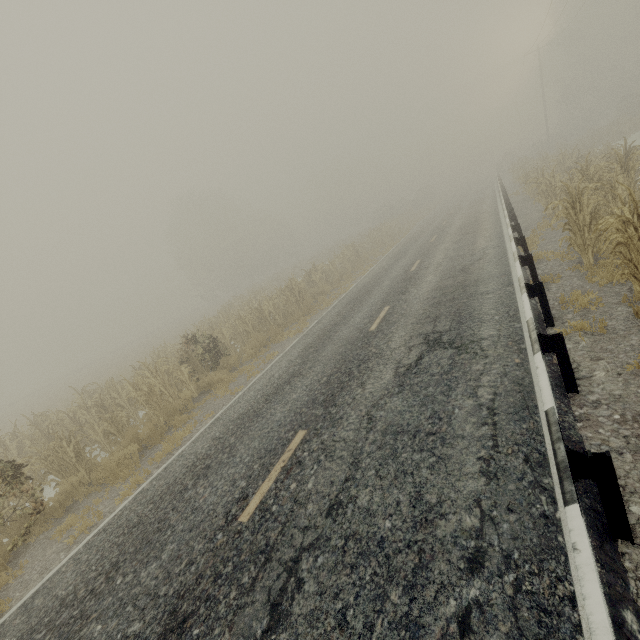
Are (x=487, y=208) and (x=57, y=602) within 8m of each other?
no

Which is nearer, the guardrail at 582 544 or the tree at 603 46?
the guardrail at 582 544

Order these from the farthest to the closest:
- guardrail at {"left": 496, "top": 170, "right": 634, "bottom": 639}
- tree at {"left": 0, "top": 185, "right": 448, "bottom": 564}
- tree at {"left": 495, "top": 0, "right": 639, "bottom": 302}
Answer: tree at {"left": 0, "top": 185, "right": 448, "bottom": 564} < tree at {"left": 495, "top": 0, "right": 639, "bottom": 302} < guardrail at {"left": 496, "top": 170, "right": 634, "bottom": 639}

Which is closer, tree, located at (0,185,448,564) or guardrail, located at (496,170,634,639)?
guardrail, located at (496,170,634,639)

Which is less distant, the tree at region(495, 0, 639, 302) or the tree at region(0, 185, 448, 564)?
the tree at region(495, 0, 639, 302)

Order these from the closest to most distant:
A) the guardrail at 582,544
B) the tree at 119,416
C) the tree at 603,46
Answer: the guardrail at 582,544
the tree at 603,46
the tree at 119,416
